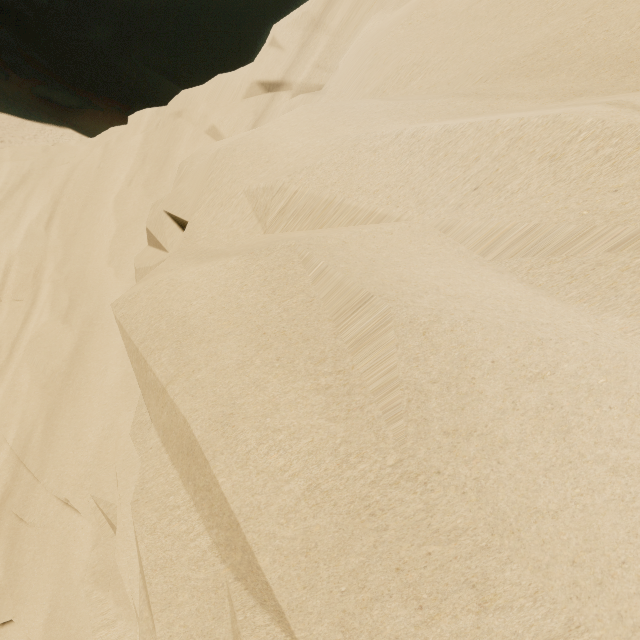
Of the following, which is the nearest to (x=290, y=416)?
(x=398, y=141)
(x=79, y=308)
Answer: (x=398, y=141)
